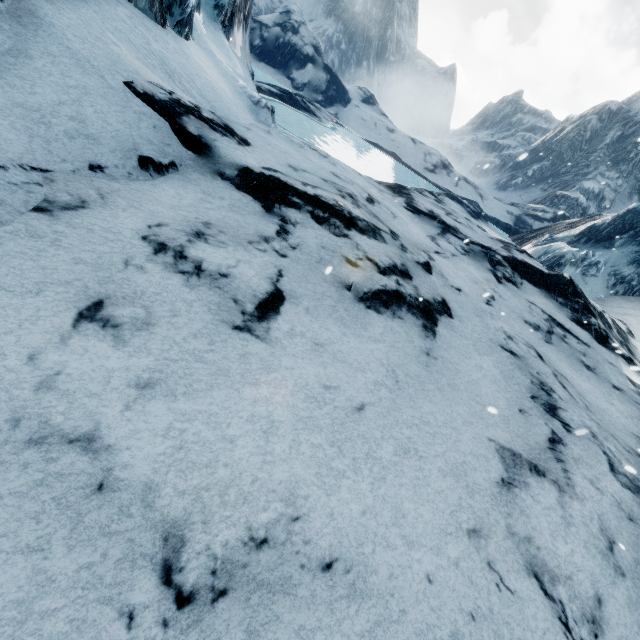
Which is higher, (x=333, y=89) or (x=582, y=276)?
(x=333, y=89)
